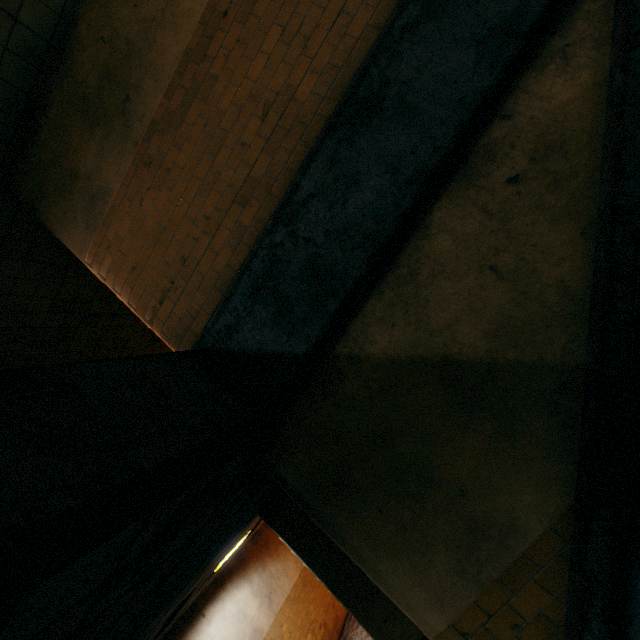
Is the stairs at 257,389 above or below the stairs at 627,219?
above

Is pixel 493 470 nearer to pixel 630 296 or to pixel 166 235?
pixel 630 296

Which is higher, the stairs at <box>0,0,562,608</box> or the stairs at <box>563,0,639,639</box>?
the stairs at <box>0,0,562,608</box>
